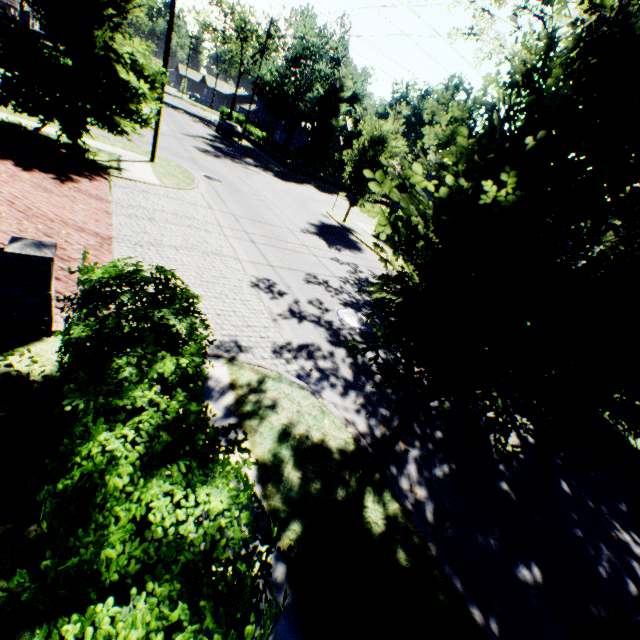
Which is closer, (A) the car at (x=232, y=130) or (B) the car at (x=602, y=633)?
(B) the car at (x=602, y=633)

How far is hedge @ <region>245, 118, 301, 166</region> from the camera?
34.47m

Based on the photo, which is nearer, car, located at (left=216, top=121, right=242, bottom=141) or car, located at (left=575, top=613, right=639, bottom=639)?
car, located at (left=575, top=613, right=639, bottom=639)

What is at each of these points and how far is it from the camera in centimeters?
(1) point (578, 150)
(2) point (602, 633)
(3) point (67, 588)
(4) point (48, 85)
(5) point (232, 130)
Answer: (1) tree, 232cm
(2) car, 359cm
(3) hedge, 170cm
(4) tree, 986cm
(5) car, 3738cm

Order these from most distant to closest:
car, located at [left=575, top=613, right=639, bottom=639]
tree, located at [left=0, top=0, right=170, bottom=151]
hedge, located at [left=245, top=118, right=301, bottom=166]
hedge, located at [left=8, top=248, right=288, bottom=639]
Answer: hedge, located at [left=245, top=118, right=301, bottom=166]
tree, located at [left=0, top=0, right=170, bottom=151]
car, located at [left=575, top=613, right=639, bottom=639]
hedge, located at [left=8, top=248, right=288, bottom=639]

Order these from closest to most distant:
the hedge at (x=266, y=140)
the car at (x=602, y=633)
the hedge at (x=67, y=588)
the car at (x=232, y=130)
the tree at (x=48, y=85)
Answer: the hedge at (x=67, y=588), the car at (x=602, y=633), the tree at (x=48, y=85), the hedge at (x=266, y=140), the car at (x=232, y=130)

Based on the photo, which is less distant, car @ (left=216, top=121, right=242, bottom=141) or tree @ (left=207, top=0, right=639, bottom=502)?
tree @ (left=207, top=0, right=639, bottom=502)

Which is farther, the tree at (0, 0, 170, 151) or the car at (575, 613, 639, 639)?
the tree at (0, 0, 170, 151)
